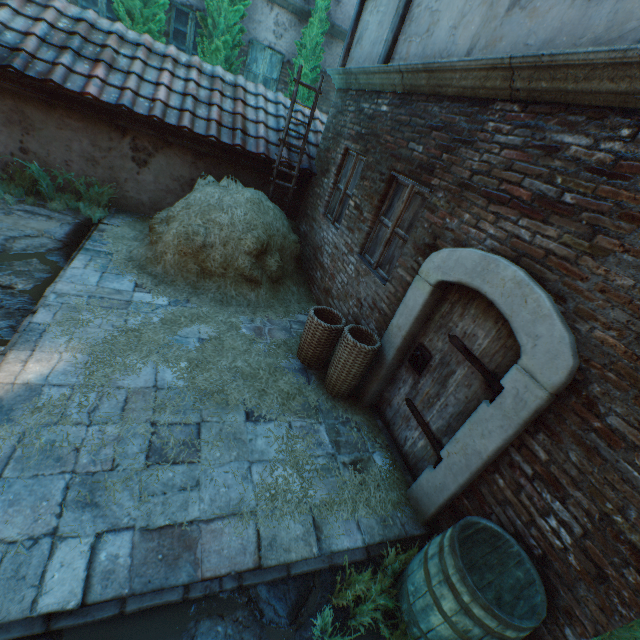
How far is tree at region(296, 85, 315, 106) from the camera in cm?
916

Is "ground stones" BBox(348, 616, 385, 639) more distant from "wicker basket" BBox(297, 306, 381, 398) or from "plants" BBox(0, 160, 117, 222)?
"plants" BBox(0, 160, 117, 222)

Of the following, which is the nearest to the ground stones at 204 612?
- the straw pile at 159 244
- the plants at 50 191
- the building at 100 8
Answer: the straw pile at 159 244

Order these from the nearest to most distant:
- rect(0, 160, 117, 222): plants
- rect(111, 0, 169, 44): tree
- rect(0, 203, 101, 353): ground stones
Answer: rect(0, 203, 101, 353): ground stones, rect(0, 160, 117, 222): plants, rect(111, 0, 169, 44): tree

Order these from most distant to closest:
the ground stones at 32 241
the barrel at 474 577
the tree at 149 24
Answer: the tree at 149 24, the ground stones at 32 241, the barrel at 474 577

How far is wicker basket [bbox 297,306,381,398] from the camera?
3.88m

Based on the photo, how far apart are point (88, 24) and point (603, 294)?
9.47m

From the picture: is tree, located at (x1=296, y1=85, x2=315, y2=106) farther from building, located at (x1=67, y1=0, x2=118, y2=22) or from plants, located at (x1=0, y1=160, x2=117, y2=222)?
plants, located at (x1=0, y1=160, x2=117, y2=222)
